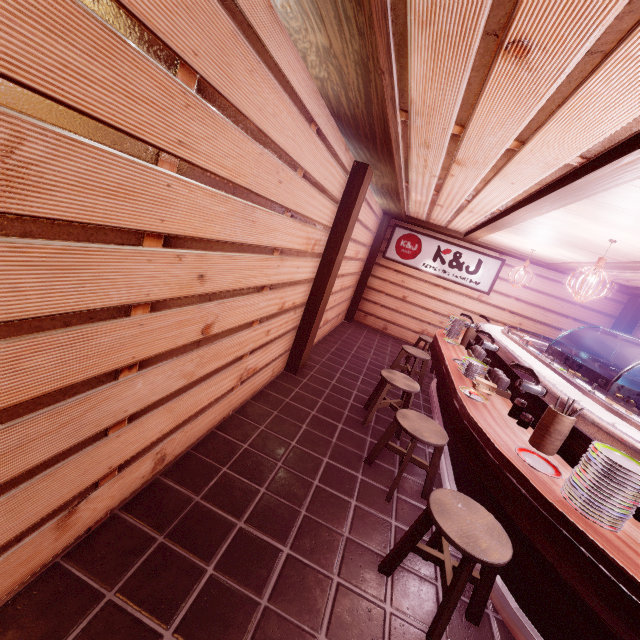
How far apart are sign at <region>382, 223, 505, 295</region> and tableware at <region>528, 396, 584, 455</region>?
10.95m

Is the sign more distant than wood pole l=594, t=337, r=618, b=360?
Yes

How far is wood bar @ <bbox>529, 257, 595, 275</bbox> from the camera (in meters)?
9.95

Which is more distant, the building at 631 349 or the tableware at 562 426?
the building at 631 349

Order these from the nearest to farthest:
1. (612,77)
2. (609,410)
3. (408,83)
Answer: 1. (612,77)
2. (408,83)
3. (609,410)

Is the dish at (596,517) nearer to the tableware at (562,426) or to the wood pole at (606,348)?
the tableware at (562,426)

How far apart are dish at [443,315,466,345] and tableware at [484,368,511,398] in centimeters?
310cm

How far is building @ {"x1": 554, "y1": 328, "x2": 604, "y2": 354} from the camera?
13.4 meters
